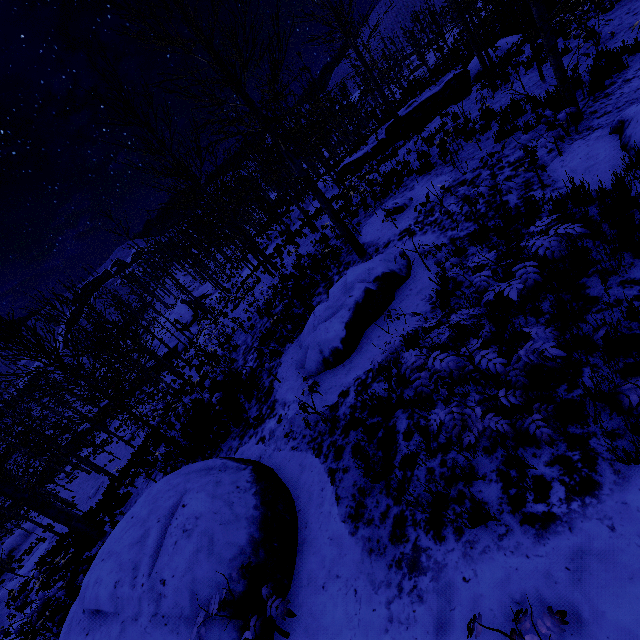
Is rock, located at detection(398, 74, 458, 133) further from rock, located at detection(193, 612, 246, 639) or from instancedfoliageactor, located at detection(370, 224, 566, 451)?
rock, located at detection(193, 612, 246, 639)

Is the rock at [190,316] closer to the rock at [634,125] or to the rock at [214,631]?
the rock at [214,631]

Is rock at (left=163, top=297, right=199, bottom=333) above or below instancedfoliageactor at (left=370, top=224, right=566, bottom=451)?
below

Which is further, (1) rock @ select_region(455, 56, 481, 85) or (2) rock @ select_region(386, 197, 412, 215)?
(1) rock @ select_region(455, 56, 481, 85)

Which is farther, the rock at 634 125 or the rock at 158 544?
the rock at 634 125

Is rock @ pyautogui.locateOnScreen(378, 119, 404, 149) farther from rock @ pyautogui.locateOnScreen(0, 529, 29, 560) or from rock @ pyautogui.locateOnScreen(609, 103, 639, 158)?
rock @ pyautogui.locateOnScreen(0, 529, 29, 560)

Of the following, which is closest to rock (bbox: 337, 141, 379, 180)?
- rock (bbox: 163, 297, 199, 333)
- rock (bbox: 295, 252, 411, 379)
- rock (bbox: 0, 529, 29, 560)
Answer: rock (bbox: 295, 252, 411, 379)

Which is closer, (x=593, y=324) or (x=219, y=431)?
(x=593, y=324)
